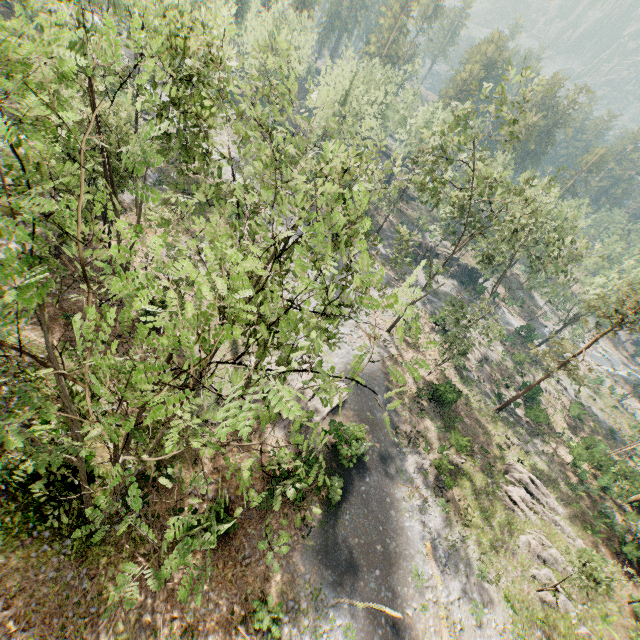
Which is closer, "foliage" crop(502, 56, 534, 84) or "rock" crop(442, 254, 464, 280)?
"foliage" crop(502, 56, 534, 84)

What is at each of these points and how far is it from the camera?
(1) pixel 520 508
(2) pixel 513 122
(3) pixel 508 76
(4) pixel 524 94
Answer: (1) foliage, 27.0m
(2) foliage, 21.4m
(3) foliage, 20.3m
(4) foliage, 21.1m

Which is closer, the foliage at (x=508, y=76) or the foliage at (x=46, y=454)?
the foliage at (x=46, y=454)

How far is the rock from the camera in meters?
58.9

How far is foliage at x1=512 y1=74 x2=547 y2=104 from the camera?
19.9 meters

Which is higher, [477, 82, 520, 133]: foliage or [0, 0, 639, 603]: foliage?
[477, 82, 520, 133]: foliage

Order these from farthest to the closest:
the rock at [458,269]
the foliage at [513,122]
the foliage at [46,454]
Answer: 1. the rock at [458,269]
2. the foliage at [513,122]
3. the foliage at [46,454]
